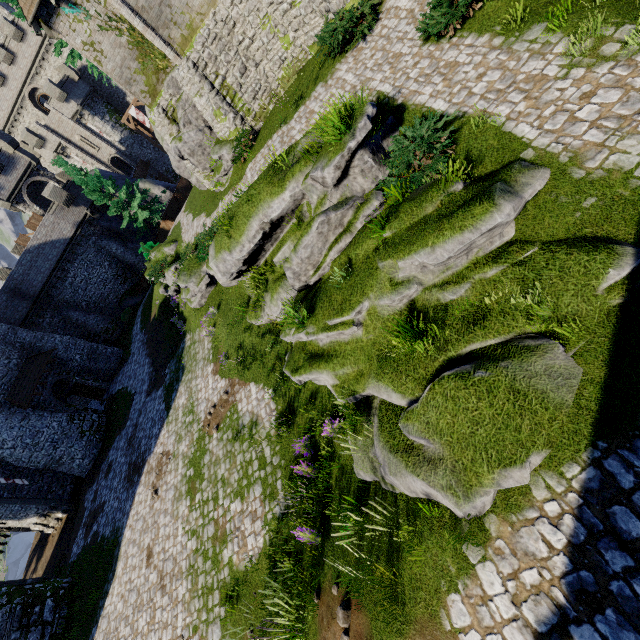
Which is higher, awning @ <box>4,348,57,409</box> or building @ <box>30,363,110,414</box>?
awning @ <box>4,348,57,409</box>

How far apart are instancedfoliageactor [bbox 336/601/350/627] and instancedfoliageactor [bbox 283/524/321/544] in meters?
1.4

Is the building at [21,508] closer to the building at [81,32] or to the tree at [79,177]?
the tree at [79,177]

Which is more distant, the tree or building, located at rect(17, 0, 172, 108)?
the tree

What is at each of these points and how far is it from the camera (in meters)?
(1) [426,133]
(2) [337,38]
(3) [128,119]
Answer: (1) bush, 7.12
(2) bush, 12.40
(3) walkway, 44.28

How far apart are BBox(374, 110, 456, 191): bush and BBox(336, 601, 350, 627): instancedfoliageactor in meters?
8.3

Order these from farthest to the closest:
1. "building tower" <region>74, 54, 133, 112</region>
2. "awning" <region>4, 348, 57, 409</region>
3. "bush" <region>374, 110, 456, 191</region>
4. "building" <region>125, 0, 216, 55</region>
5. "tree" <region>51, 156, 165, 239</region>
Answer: "building tower" <region>74, 54, 133, 112</region> < "tree" <region>51, 156, 165, 239</region> < "awning" <region>4, 348, 57, 409</region> < "building" <region>125, 0, 216, 55</region> < "bush" <region>374, 110, 456, 191</region>

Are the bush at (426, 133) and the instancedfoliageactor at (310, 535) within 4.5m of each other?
no
